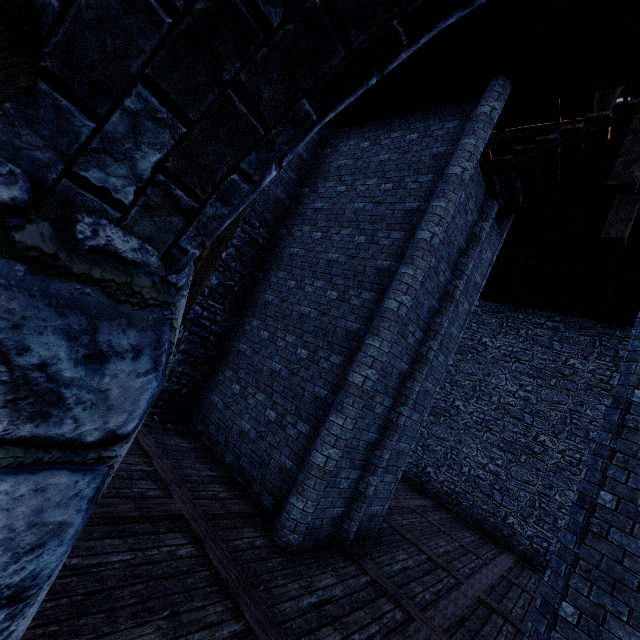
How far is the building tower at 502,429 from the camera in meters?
12.3

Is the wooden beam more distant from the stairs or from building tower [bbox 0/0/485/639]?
the stairs

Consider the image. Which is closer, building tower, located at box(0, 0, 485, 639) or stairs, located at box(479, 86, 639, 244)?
building tower, located at box(0, 0, 485, 639)

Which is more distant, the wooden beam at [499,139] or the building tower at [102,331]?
the wooden beam at [499,139]

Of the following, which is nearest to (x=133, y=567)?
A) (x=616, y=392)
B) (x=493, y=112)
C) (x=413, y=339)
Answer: (x=413, y=339)

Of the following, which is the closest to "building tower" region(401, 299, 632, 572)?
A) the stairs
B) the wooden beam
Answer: the wooden beam

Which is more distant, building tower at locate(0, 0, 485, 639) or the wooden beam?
the wooden beam
